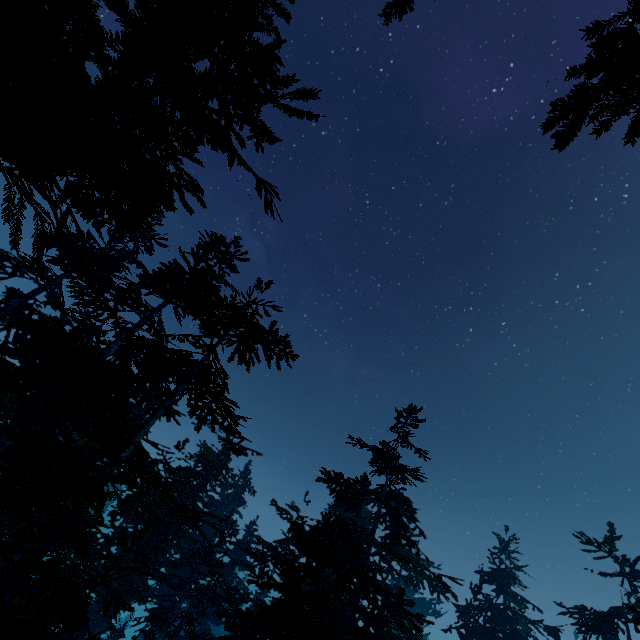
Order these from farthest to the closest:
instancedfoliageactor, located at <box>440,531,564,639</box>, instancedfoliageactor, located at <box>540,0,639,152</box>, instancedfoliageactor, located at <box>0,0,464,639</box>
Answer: instancedfoliageactor, located at <box>440,531,564,639</box>
instancedfoliageactor, located at <box>540,0,639,152</box>
instancedfoliageactor, located at <box>0,0,464,639</box>

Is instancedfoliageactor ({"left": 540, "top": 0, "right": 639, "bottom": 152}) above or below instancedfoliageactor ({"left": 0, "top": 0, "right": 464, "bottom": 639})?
above

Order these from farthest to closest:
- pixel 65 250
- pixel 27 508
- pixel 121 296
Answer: pixel 65 250, pixel 121 296, pixel 27 508

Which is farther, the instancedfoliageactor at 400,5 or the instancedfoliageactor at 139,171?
the instancedfoliageactor at 400,5

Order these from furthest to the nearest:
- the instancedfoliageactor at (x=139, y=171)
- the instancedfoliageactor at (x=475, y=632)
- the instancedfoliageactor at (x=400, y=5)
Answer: the instancedfoliageactor at (x=475, y=632), the instancedfoliageactor at (x=400, y=5), the instancedfoliageactor at (x=139, y=171)

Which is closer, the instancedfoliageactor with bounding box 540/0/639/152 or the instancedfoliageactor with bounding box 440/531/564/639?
the instancedfoliageactor with bounding box 540/0/639/152
